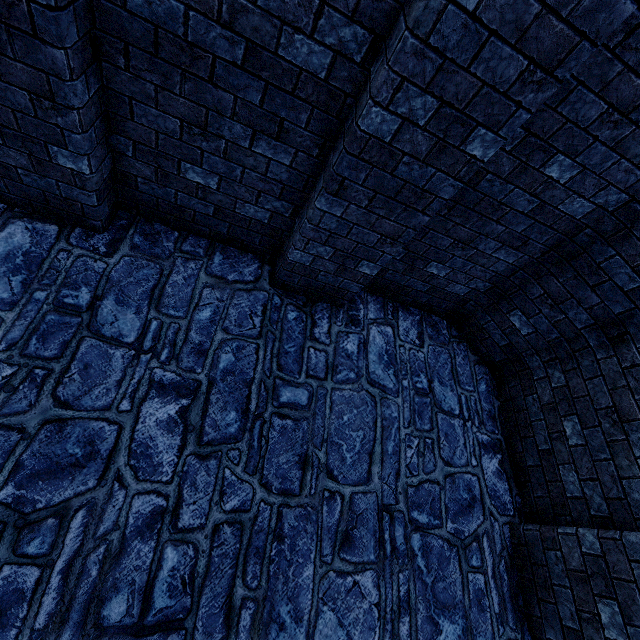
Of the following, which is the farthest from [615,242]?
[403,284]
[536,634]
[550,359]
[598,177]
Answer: [536,634]
